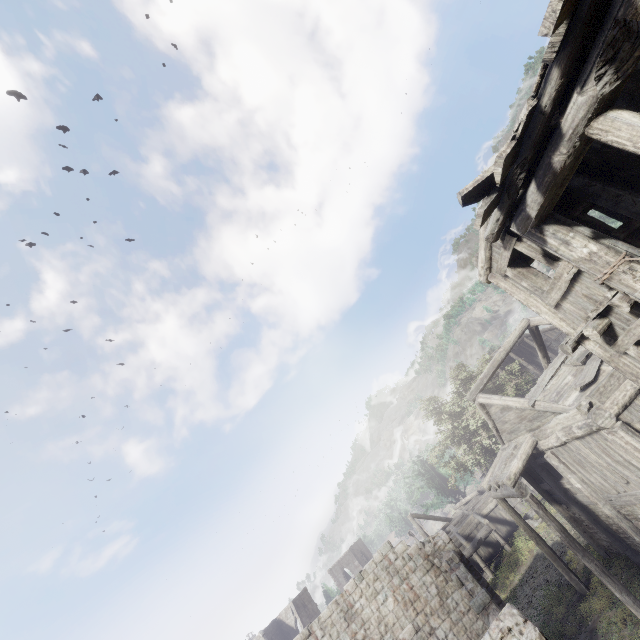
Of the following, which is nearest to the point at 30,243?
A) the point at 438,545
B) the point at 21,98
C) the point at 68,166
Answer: the point at 68,166
